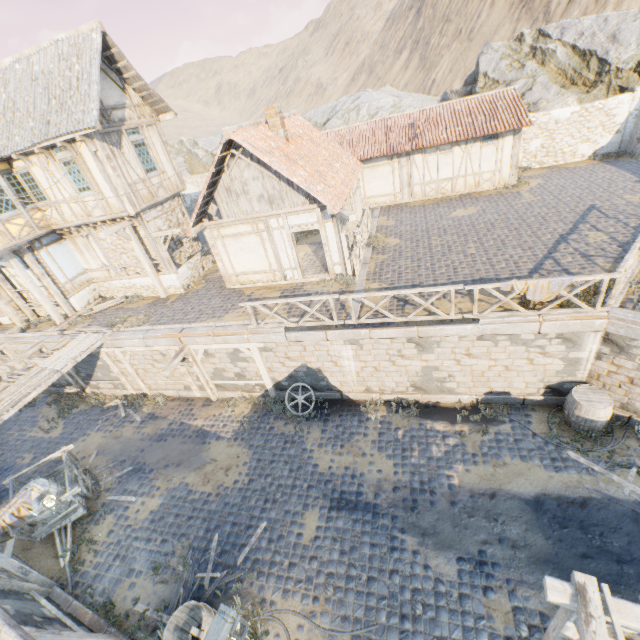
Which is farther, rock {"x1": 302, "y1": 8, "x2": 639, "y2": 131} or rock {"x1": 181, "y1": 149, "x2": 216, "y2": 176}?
rock {"x1": 181, "y1": 149, "x2": 216, "y2": 176}

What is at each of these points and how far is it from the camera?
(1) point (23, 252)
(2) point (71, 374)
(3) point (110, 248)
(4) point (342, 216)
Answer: (1) wooden structure, 13.7m
(2) wooden structure, 15.3m
(3) building, 15.1m
(4) street light, 11.0m

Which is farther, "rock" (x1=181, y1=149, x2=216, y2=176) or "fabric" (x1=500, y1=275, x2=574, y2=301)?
"rock" (x1=181, y1=149, x2=216, y2=176)

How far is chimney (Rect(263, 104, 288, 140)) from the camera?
11.9m

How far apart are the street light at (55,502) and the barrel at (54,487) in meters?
0.9

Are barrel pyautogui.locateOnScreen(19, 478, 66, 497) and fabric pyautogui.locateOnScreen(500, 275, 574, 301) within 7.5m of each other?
no

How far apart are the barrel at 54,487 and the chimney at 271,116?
13.9 meters

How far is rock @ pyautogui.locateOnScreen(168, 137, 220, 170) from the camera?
36.22m
